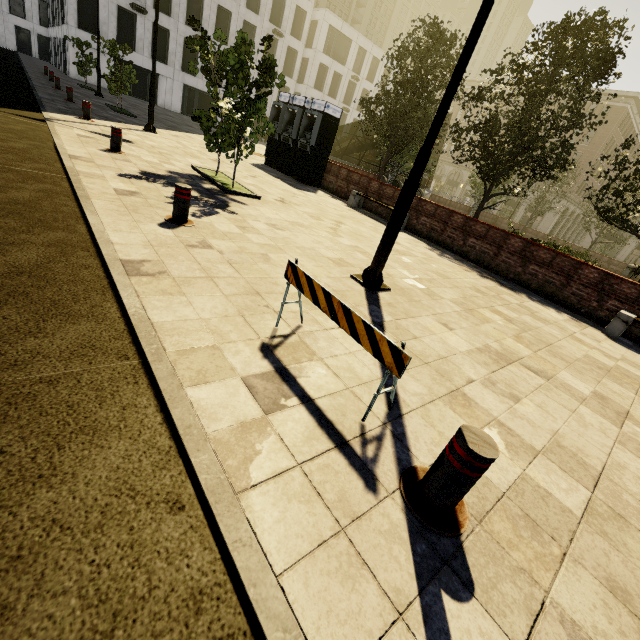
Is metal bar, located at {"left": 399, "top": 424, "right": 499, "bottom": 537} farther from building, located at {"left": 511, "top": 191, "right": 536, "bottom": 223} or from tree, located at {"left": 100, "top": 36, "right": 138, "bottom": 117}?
building, located at {"left": 511, "top": 191, "right": 536, "bottom": 223}

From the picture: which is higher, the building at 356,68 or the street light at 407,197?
A: the building at 356,68

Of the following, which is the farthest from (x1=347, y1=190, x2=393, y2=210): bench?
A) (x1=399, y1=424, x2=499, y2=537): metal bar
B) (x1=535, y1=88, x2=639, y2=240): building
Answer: → (x1=535, y1=88, x2=639, y2=240): building

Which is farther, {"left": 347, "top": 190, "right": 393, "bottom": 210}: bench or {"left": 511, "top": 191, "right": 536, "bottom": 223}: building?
{"left": 511, "top": 191, "right": 536, "bottom": 223}: building

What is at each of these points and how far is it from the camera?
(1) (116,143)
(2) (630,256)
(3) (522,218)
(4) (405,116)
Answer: (1) metal bar, 7.91m
(2) building, 52.59m
(3) building, 52.69m
(4) tree, 14.59m

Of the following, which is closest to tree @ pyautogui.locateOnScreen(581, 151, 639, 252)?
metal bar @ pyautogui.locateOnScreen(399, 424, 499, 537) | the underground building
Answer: the underground building

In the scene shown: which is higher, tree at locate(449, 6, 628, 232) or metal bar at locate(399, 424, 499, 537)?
tree at locate(449, 6, 628, 232)

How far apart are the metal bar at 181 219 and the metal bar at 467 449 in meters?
4.5
